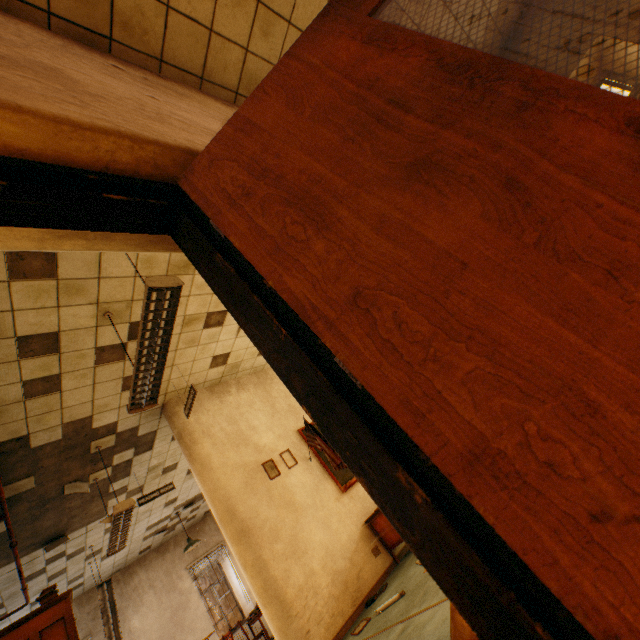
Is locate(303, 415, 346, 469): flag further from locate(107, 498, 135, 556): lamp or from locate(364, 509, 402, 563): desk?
locate(107, 498, 135, 556): lamp

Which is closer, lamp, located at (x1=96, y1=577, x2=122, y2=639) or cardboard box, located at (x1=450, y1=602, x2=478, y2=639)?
cardboard box, located at (x1=450, y1=602, x2=478, y2=639)

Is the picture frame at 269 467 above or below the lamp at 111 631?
below

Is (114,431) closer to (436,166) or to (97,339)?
(97,339)

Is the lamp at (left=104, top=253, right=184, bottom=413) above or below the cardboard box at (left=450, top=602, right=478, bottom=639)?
above

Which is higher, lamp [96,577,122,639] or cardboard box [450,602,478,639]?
lamp [96,577,122,639]

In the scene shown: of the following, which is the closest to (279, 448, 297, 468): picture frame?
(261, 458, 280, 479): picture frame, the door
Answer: (261, 458, 280, 479): picture frame

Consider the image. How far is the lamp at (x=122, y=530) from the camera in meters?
4.3 m
